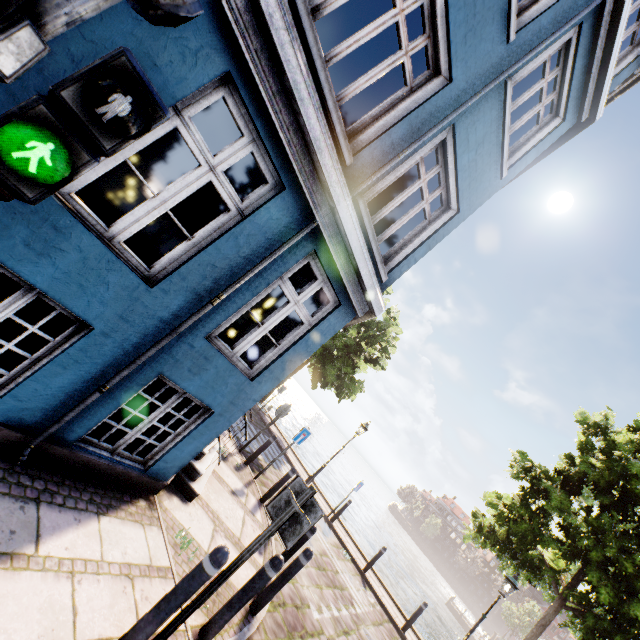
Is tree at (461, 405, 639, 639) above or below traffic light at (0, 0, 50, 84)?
above

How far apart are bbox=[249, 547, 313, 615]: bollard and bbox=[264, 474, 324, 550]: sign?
2.01m

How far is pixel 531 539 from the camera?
9.79m

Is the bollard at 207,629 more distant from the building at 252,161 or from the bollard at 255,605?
the building at 252,161

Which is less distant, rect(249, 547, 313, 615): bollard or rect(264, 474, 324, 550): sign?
rect(264, 474, 324, 550): sign

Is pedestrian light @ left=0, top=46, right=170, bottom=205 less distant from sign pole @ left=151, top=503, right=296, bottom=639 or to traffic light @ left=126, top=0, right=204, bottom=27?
traffic light @ left=126, top=0, right=204, bottom=27

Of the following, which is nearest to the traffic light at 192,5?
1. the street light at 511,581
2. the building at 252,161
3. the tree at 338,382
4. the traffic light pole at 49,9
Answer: the traffic light pole at 49,9

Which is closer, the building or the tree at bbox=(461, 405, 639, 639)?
the building
